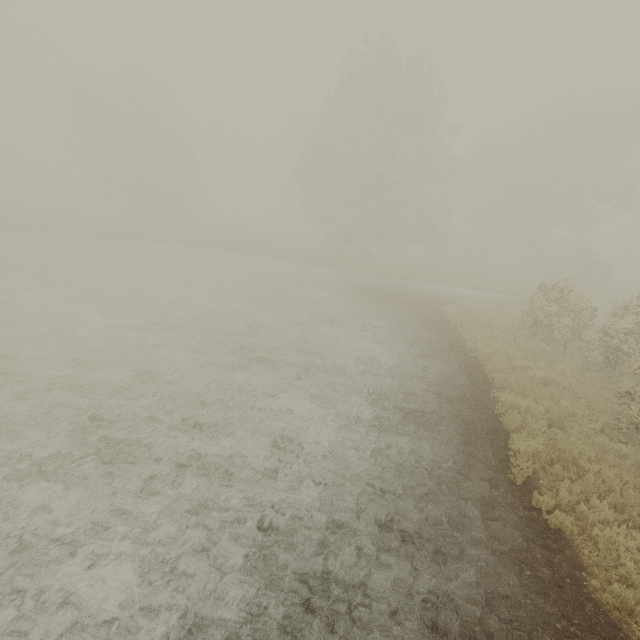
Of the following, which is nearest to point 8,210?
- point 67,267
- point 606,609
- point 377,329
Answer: point 67,267
